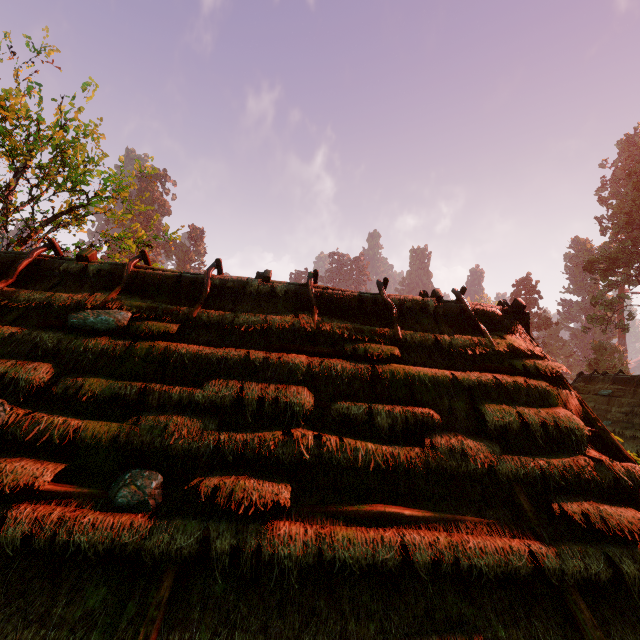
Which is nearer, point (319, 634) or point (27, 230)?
point (319, 634)

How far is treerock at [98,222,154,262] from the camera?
10.93m

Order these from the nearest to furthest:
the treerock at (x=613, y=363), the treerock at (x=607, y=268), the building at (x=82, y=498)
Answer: the building at (x=82, y=498)
the treerock at (x=607, y=268)
the treerock at (x=613, y=363)

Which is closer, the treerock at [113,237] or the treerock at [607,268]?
the treerock at [113,237]

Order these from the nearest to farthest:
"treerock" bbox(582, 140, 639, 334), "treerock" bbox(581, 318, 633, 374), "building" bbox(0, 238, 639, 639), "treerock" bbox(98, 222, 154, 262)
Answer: "building" bbox(0, 238, 639, 639) < "treerock" bbox(98, 222, 154, 262) < "treerock" bbox(582, 140, 639, 334) < "treerock" bbox(581, 318, 633, 374)

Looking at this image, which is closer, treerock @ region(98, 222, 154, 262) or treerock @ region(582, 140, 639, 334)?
treerock @ region(98, 222, 154, 262)
